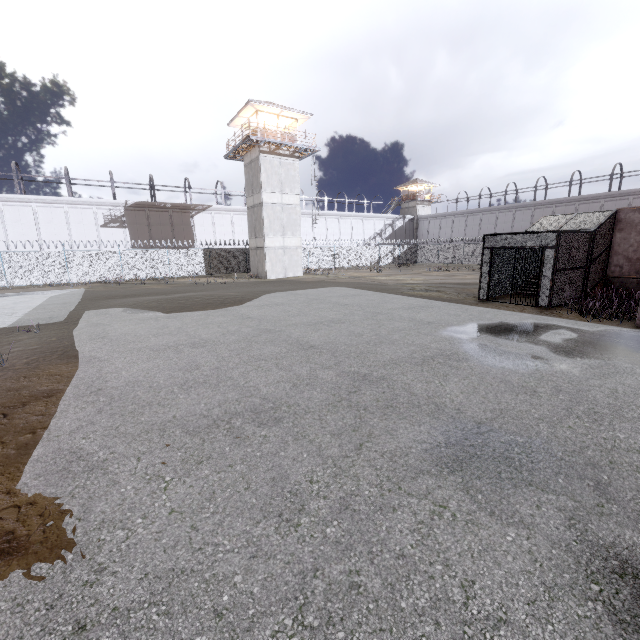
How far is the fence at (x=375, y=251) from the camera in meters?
40.8

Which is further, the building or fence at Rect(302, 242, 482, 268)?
fence at Rect(302, 242, 482, 268)

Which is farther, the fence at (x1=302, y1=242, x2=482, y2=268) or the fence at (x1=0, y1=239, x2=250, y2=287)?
the fence at (x1=302, y1=242, x2=482, y2=268)

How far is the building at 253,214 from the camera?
29.5m

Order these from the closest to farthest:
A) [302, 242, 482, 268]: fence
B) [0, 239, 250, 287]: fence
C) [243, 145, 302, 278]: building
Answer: [0, 239, 250, 287]: fence → [243, 145, 302, 278]: building → [302, 242, 482, 268]: fence

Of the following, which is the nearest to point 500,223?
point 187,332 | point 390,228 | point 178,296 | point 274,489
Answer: point 390,228

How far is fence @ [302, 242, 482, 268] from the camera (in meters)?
40.78

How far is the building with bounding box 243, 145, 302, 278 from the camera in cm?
2947
